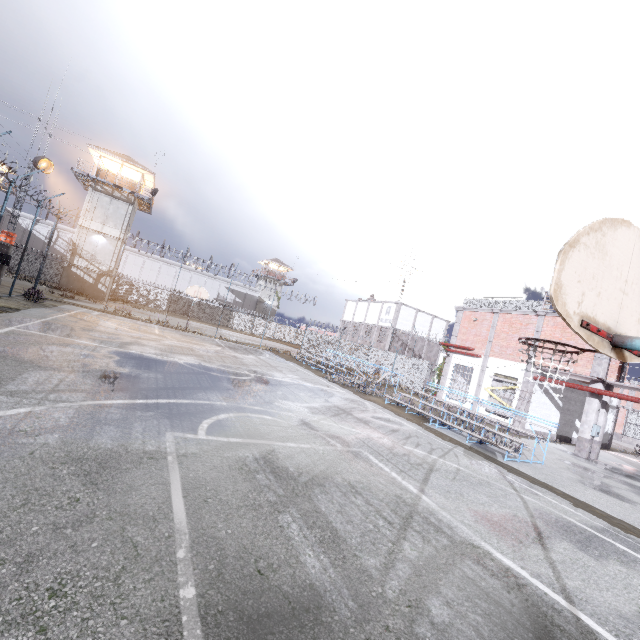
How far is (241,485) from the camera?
4.6m

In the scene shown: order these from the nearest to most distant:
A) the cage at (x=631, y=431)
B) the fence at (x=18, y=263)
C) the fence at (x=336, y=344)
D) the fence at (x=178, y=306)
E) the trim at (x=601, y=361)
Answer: the fence at (x=18, y=263) → the trim at (x=601, y=361) → the fence at (x=336, y=344) → the cage at (x=631, y=431) → the fence at (x=178, y=306)

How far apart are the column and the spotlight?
35.8 meters

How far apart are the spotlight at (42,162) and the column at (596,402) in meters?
35.8 m

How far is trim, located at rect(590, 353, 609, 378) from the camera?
15.9m

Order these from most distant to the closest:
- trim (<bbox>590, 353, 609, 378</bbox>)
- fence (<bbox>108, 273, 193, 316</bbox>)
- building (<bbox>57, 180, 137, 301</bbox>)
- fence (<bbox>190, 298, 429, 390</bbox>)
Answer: fence (<bbox>108, 273, 193, 316</bbox>), building (<bbox>57, 180, 137, 301</bbox>), fence (<bbox>190, 298, 429, 390</bbox>), trim (<bbox>590, 353, 609, 378</bbox>)

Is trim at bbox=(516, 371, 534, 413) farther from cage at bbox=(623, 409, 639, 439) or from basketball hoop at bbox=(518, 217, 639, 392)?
basketball hoop at bbox=(518, 217, 639, 392)

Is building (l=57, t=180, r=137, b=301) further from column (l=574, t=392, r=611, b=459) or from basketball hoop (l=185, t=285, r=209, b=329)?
column (l=574, t=392, r=611, b=459)
